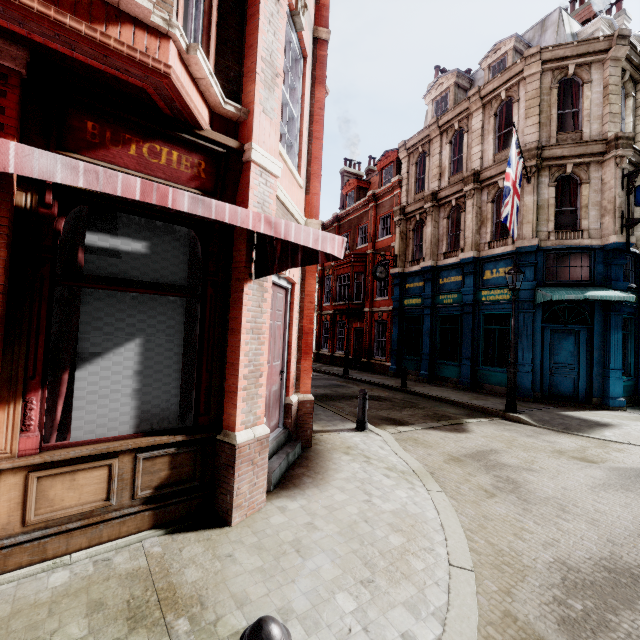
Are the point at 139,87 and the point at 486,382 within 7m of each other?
no

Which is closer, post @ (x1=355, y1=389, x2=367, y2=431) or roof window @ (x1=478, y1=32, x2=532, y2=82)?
post @ (x1=355, y1=389, x2=367, y2=431)

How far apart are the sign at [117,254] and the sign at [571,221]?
14.5 meters

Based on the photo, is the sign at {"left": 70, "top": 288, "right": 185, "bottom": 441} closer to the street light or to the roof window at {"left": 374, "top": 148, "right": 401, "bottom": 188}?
the street light

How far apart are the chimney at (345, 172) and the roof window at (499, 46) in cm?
1462

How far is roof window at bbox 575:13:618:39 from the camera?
13.8m

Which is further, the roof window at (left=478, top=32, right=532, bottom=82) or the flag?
the roof window at (left=478, top=32, right=532, bottom=82)

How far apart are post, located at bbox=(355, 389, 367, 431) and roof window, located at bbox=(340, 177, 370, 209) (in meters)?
20.95
